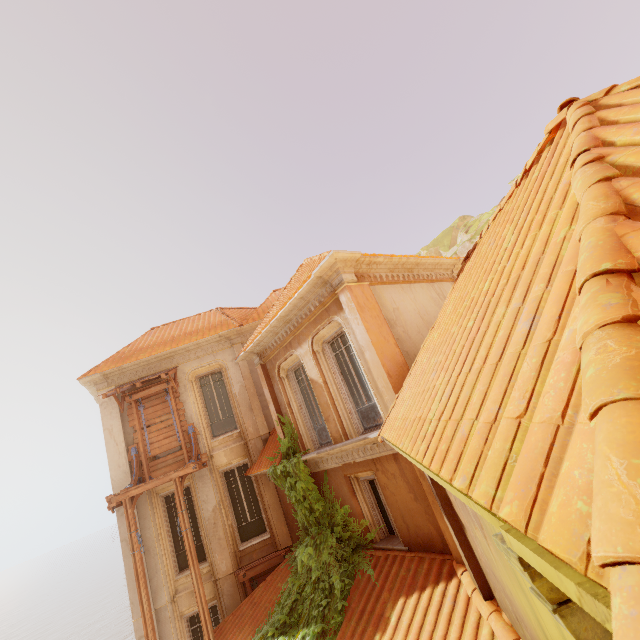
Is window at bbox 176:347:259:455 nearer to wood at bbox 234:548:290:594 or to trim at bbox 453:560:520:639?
wood at bbox 234:548:290:594

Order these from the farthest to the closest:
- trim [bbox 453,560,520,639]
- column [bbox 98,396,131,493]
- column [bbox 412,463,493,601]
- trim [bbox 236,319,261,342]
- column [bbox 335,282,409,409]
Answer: trim [bbox 236,319,261,342] → column [bbox 98,396,131,493] → column [bbox 335,282,409,409] → column [bbox 412,463,493,601] → trim [bbox 453,560,520,639]

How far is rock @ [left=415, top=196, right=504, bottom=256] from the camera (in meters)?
23.28

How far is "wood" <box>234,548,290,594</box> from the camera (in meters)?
10.80

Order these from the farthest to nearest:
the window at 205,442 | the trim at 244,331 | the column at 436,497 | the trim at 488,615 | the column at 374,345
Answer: the trim at 244,331, the window at 205,442, the column at 374,345, the column at 436,497, the trim at 488,615

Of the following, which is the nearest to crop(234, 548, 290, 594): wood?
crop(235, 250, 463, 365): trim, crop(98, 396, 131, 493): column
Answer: crop(98, 396, 131, 493): column

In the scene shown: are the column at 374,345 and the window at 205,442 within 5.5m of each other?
no

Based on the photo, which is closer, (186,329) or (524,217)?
(524,217)
